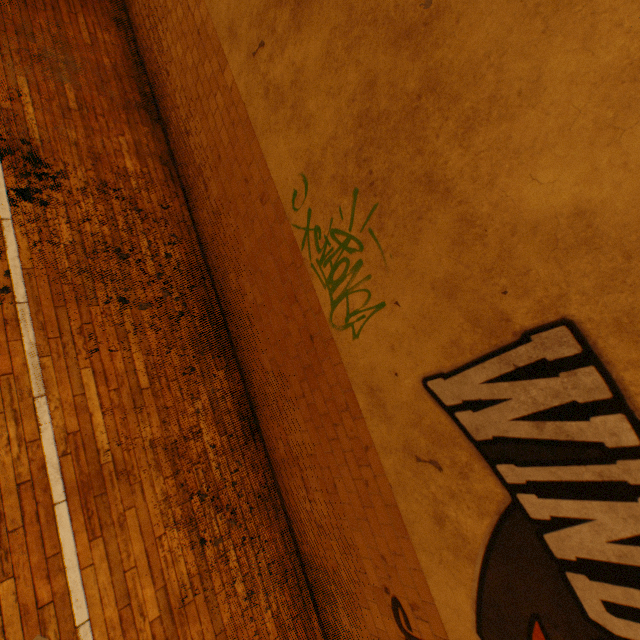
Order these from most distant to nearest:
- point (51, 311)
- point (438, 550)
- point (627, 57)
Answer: point (51, 311), point (438, 550), point (627, 57)
